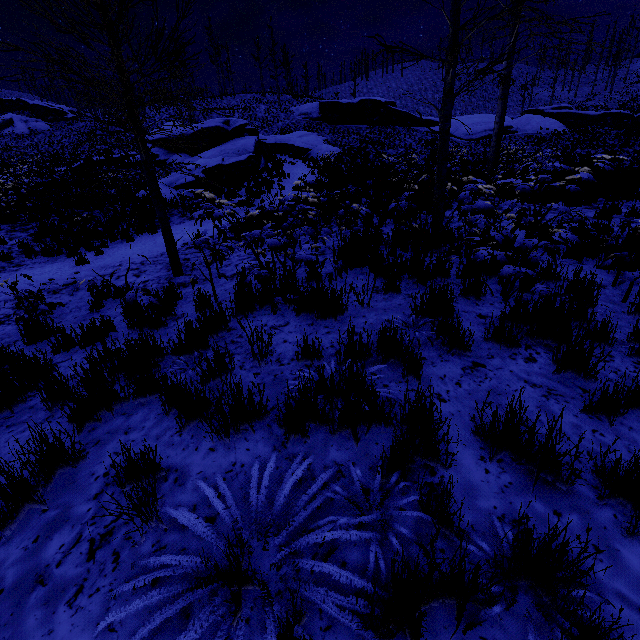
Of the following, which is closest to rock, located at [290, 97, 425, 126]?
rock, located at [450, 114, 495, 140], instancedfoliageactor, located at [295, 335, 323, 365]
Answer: rock, located at [450, 114, 495, 140]

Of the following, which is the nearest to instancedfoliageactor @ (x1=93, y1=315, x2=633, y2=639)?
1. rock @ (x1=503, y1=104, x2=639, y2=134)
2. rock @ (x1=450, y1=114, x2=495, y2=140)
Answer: rock @ (x1=450, y1=114, x2=495, y2=140)

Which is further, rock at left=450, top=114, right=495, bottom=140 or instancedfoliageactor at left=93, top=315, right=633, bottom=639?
rock at left=450, top=114, right=495, bottom=140

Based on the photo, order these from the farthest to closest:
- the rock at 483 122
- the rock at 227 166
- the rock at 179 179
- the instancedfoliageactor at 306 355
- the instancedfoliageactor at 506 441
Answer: the rock at 483 122, the rock at 227 166, the rock at 179 179, the instancedfoliageactor at 306 355, the instancedfoliageactor at 506 441

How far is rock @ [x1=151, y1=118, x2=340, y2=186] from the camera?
18.5 meters

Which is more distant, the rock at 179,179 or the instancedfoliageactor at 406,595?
the rock at 179,179

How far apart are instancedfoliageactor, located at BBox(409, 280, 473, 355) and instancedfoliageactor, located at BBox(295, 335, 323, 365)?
0.8 meters

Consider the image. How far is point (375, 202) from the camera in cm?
977
